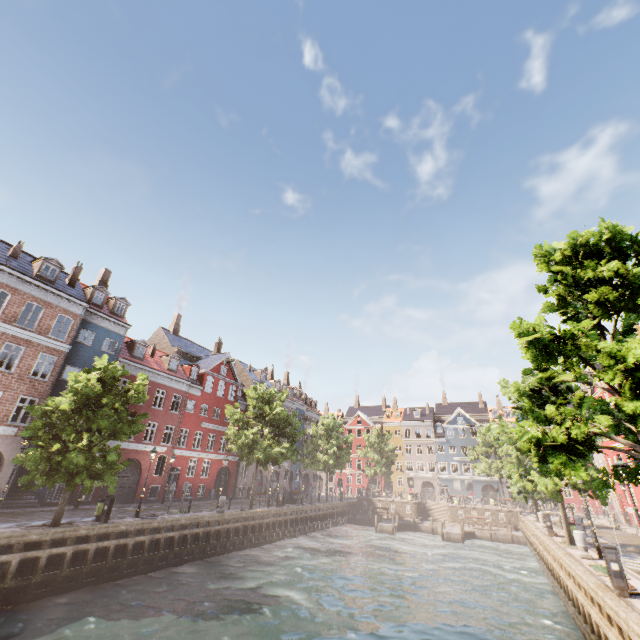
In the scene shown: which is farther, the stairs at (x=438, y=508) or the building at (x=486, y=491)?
the building at (x=486, y=491)

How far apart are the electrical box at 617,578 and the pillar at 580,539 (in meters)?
6.53

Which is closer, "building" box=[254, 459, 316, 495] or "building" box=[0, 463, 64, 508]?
"building" box=[0, 463, 64, 508]

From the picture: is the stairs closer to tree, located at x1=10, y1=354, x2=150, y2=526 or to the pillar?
tree, located at x1=10, y1=354, x2=150, y2=526

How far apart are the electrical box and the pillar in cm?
653

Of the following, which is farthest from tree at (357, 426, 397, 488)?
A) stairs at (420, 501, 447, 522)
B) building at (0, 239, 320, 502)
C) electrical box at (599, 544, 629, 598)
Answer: stairs at (420, 501, 447, 522)

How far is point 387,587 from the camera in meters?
17.3
